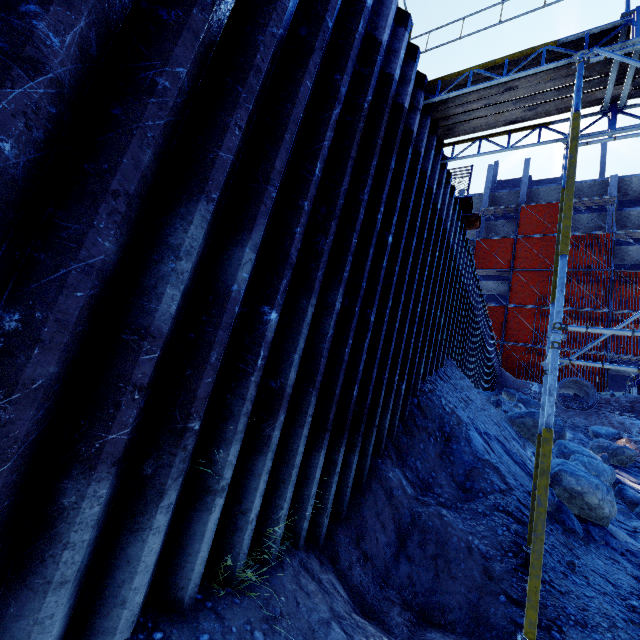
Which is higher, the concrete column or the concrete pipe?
the concrete column

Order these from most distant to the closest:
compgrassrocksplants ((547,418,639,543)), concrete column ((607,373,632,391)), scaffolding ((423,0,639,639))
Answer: concrete column ((607,373,632,391)) → compgrassrocksplants ((547,418,639,543)) → scaffolding ((423,0,639,639))

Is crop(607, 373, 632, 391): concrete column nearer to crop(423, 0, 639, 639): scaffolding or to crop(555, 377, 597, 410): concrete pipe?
crop(423, 0, 639, 639): scaffolding

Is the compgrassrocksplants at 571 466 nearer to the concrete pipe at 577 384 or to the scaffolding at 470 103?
the scaffolding at 470 103

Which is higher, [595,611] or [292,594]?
[595,611]

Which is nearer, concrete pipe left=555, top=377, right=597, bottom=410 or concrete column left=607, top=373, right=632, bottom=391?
concrete pipe left=555, top=377, right=597, bottom=410

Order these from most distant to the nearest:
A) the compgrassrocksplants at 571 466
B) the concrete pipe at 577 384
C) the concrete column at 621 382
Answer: the concrete column at 621 382 → the concrete pipe at 577 384 → the compgrassrocksplants at 571 466
